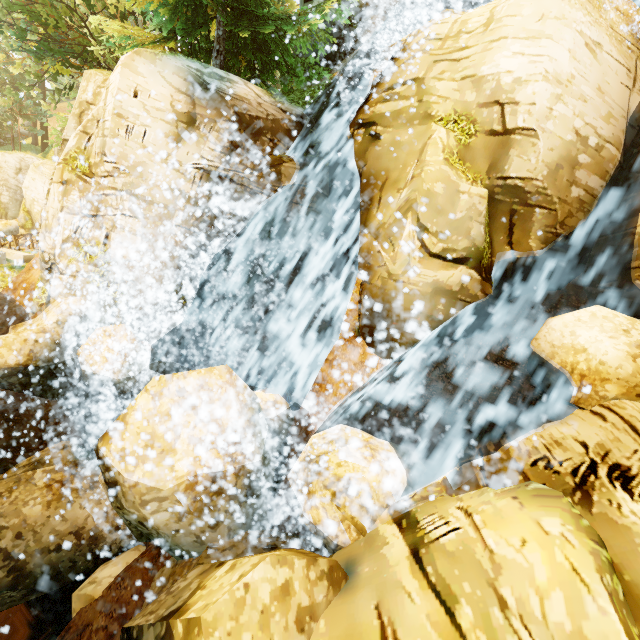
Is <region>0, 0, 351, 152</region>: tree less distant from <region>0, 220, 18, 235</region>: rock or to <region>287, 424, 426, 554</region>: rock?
<region>0, 220, 18, 235</region>: rock

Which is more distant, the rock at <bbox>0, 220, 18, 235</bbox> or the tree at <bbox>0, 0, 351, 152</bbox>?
the rock at <bbox>0, 220, 18, 235</bbox>

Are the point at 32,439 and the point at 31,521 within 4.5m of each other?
yes

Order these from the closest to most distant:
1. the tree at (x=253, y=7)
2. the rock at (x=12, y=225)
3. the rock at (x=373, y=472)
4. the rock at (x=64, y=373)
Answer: the rock at (x=64, y=373)
the rock at (x=373, y=472)
the tree at (x=253, y=7)
the rock at (x=12, y=225)

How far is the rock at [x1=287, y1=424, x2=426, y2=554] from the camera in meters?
4.2 m

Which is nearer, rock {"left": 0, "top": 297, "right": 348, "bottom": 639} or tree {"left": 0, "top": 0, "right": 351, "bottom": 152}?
rock {"left": 0, "top": 297, "right": 348, "bottom": 639}

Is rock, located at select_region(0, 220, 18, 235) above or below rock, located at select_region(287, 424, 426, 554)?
below

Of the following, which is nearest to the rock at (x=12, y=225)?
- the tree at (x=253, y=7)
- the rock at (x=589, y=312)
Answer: the tree at (x=253, y=7)
